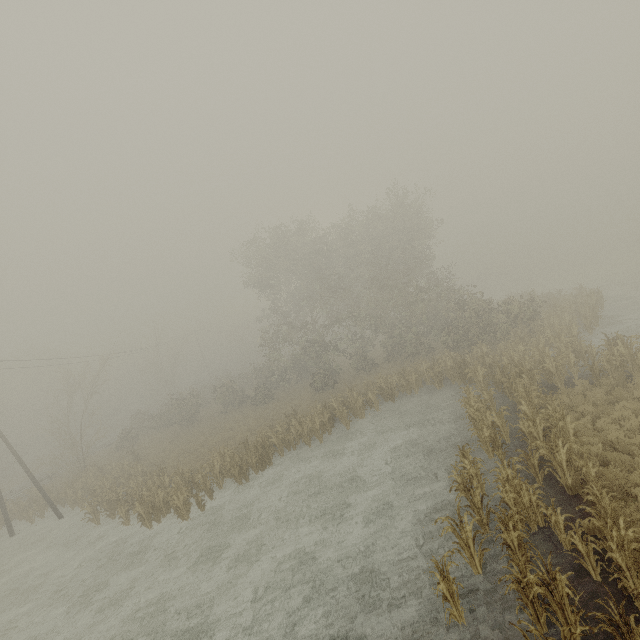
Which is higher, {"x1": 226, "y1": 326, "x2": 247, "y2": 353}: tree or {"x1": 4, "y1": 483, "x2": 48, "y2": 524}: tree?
{"x1": 226, "y1": 326, "x2": 247, "y2": 353}: tree

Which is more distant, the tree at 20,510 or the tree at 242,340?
the tree at 242,340

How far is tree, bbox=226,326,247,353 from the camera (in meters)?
54.66

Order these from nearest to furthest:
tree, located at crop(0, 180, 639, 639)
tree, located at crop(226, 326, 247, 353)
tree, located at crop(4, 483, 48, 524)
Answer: tree, located at crop(0, 180, 639, 639), tree, located at crop(4, 483, 48, 524), tree, located at crop(226, 326, 247, 353)

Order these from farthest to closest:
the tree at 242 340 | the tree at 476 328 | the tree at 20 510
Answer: the tree at 242 340 → the tree at 20 510 → the tree at 476 328

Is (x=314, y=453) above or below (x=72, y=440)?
below

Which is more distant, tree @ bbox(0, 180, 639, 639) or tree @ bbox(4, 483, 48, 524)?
tree @ bbox(4, 483, 48, 524)
